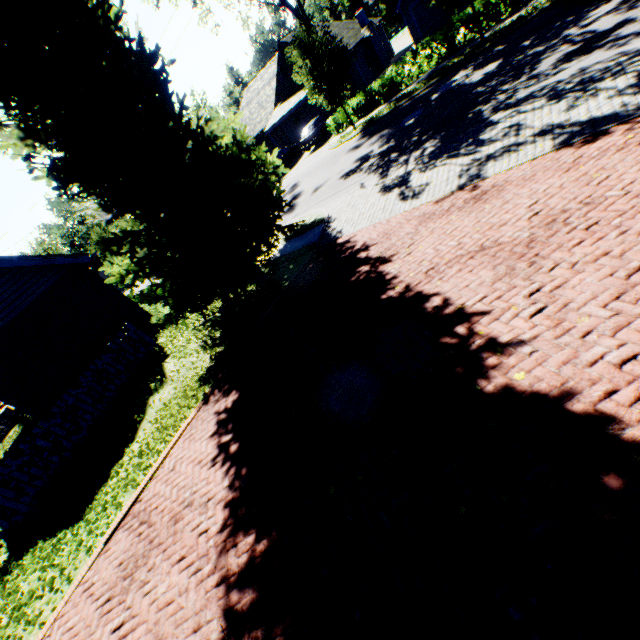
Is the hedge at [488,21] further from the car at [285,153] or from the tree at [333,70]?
the car at [285,153]

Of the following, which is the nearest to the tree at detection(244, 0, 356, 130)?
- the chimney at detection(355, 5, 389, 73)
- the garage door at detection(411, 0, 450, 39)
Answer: the garage door at detection(411, 0, 450, 39)

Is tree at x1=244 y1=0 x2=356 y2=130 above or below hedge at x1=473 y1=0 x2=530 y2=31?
above

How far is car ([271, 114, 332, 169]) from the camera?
26.14m

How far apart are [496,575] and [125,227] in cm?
2118

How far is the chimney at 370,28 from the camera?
30.0 meters

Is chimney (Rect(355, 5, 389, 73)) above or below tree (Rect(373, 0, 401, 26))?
above

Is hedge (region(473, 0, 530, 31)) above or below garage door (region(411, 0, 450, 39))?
below
